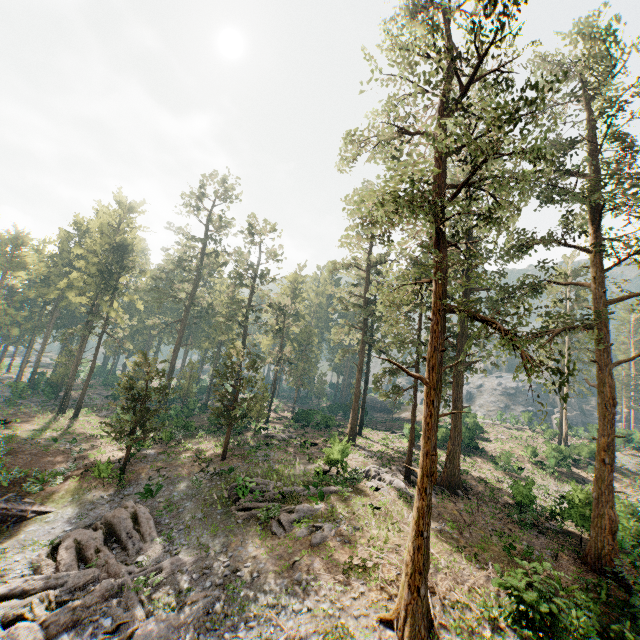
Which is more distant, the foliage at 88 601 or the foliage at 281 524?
the foliage at 281 524

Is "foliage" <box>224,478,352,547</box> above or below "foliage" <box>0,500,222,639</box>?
above

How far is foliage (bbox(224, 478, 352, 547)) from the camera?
18.55m

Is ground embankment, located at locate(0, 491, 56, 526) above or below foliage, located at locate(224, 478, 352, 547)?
below

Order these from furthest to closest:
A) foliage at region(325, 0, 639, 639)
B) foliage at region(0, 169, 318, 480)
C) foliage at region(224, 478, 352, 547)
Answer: foliage at region(0, 169, 318, 480)
foliage at region(224, 478, 352, 547)
foliage at region(325, 0, 639, 639)

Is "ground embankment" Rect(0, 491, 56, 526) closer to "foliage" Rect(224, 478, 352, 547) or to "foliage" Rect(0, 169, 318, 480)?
"foliage" Rect(0, 169, 318, 480)

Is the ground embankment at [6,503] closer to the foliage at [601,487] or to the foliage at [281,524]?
the foliage at [601,487]

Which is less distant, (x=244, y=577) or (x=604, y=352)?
(x=244, y=577)
